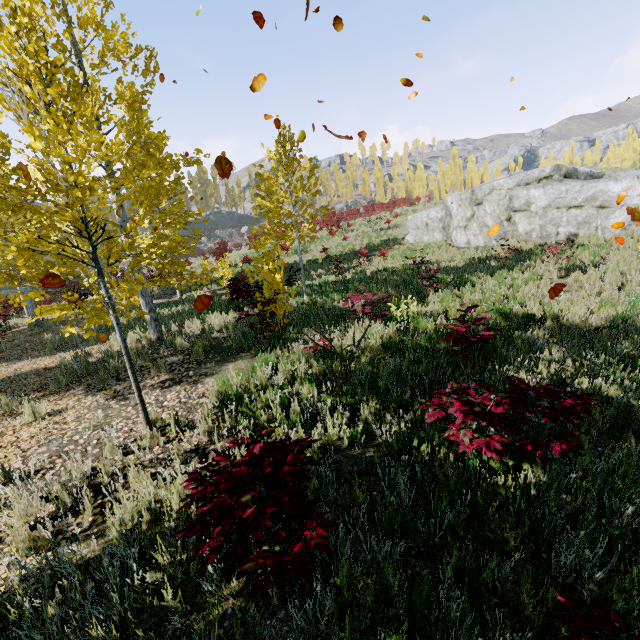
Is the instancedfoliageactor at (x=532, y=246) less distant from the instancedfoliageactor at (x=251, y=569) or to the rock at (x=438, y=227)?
the instancedfoliageactor at (x=251, y=569)

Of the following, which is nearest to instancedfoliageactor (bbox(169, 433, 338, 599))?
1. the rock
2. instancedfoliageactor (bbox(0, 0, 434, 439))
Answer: instancedfoliageactor (bbox(0, 0, 434, 439))

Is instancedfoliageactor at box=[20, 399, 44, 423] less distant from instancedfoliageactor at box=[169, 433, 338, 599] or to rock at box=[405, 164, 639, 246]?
instancedfoliageactor at box=[169, 433, 338, 599]

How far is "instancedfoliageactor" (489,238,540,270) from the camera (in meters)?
12.41

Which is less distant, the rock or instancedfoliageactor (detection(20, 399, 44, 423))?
instancedfoliageactor (detection(20, 399, 44, 423))

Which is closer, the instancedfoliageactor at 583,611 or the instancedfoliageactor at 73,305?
the instancedfoliageactor at 583,611

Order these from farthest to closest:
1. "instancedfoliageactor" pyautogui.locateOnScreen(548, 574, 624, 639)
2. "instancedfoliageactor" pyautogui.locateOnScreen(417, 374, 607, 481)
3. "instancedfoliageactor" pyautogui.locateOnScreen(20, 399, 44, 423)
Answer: "instancedfoliageactor" pyautogui.locateOnScreen(20, 399, 44, 423) < "instancedfoliageactor" pyautogui.locateOnScreen(417, 374, 607, 481) < "instancedfoliageactor" pyautogui.locateOnScreen(548, 574, 624, 639)

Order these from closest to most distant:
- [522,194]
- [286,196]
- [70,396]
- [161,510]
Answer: [161,510], [70,396], [286,196], [522,194]
